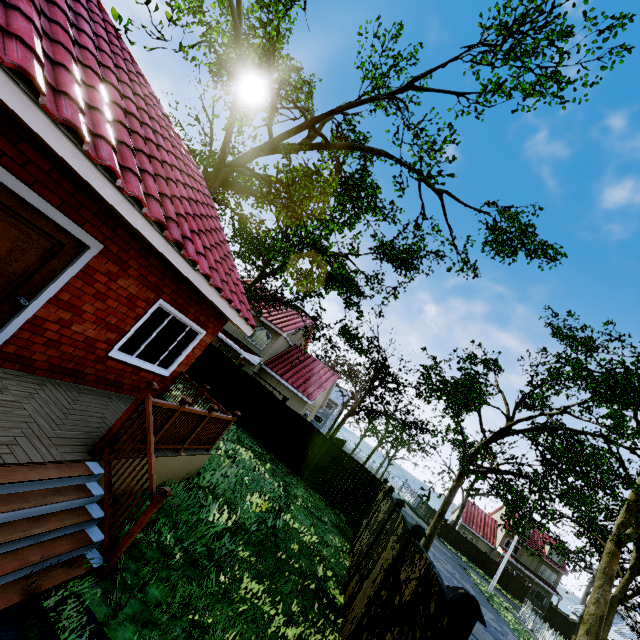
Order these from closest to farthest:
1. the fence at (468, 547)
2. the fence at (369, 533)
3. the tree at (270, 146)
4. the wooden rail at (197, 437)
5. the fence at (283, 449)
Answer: the wooden rail at (197, 437) < the fence at (369, 533) < the tree at (270, 146) < the fence at (283, 449) < the fence at (468, 547)

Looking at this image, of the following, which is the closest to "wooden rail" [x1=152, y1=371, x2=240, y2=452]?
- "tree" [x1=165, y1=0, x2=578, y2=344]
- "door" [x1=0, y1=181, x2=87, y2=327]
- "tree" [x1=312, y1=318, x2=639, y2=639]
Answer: "door" [x1=0, y1=181, x2=87, y2=327]

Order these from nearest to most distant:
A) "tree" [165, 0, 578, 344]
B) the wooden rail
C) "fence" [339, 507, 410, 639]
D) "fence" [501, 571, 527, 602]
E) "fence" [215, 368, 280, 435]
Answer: the wooden rail → "fence" [339, 507, 410, 639] → "tree" [165, 0, 578, 344] → "fence" [215, 368, 280, 435] → "fence" [501, 571, 527, 602]

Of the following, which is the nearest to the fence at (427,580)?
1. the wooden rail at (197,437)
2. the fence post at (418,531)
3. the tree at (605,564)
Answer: the fence post at (418,531)

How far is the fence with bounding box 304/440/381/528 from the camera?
14.1m

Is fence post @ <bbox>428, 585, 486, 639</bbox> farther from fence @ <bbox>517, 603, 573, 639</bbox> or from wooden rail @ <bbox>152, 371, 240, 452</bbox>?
wooden rail @ <bbox>152, 371, 240, 452</bbox>

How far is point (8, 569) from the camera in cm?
288
